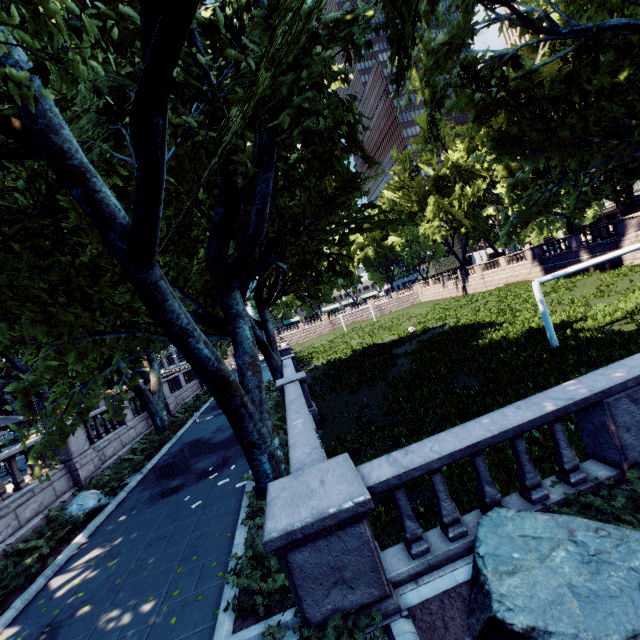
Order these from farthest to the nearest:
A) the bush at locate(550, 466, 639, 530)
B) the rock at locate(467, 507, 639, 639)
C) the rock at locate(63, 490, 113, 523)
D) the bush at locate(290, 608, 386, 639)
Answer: the rock at locate(63, 490, 113, 523), the bush at locate(550, 466, 639, 530), the bush at locate(290, 608, 386, 639), the rock at locate(467, 507, 639, 639)

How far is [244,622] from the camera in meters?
4.9

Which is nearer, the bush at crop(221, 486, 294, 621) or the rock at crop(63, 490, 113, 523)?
the bush at crop(221, 486, 294, 621)

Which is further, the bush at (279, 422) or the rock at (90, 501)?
the rock at (90, 501)

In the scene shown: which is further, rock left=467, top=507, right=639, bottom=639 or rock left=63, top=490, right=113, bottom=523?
rock left=63, top=490, right=113, bottom=523

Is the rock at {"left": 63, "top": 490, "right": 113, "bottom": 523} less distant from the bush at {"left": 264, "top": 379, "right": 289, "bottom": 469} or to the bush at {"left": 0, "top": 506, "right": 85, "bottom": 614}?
the bush at {"left": 0, "top": 506, "right": 85, "bottom": 614}

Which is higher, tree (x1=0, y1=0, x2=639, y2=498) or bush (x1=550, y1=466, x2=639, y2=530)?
tree (x1=0, y1=0, x2=639, y2=498)

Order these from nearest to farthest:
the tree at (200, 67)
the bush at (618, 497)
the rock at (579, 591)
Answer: the rock at (579, 591), the bush at (618, 497), the tree at (200, 67)
